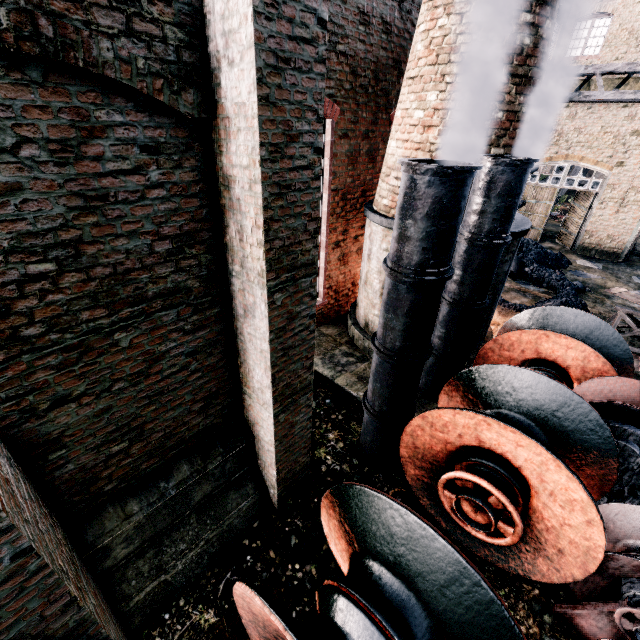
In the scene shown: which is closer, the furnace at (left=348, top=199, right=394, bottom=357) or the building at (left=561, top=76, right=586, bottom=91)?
the furnace at (left=348, top=199, right=394, bottom=357)

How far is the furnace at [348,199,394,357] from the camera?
8.81m

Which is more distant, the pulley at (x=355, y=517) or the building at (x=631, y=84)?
the building at (x=631, y=84)

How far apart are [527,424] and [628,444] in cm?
142

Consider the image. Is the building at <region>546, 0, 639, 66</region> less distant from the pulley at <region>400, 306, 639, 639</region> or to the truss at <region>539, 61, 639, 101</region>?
the truss at <region>539, 61, 639, 101</region>

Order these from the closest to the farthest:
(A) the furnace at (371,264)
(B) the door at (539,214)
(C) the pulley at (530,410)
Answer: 1. (C) the pulley at (530,410)
2. (A) the furnace at (371,264)
3. (B) the door at (539,214)

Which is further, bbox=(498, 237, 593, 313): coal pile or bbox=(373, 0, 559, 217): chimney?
bbox=(498, 237, 593, 313): coal pile

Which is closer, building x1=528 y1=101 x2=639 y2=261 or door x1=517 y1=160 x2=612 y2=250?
building x1=528 y1=101 x2=639 y2=261
